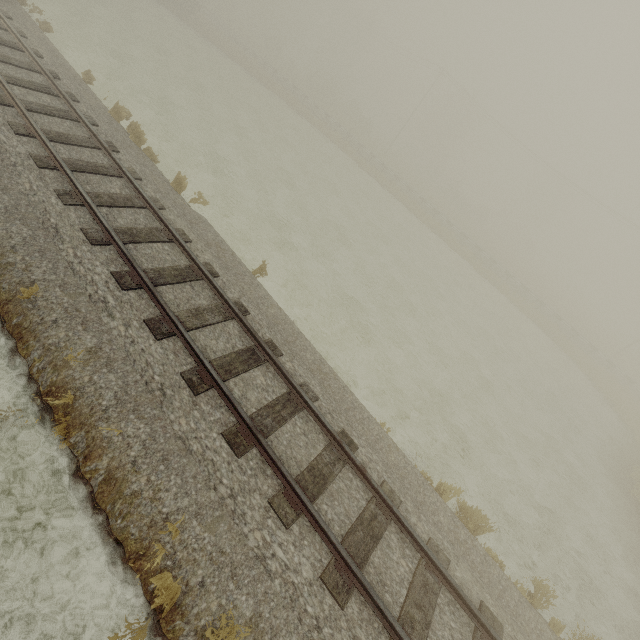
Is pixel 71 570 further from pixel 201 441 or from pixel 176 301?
pixel 176 301

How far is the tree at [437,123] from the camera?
54.1m

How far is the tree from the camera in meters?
54.1 m
